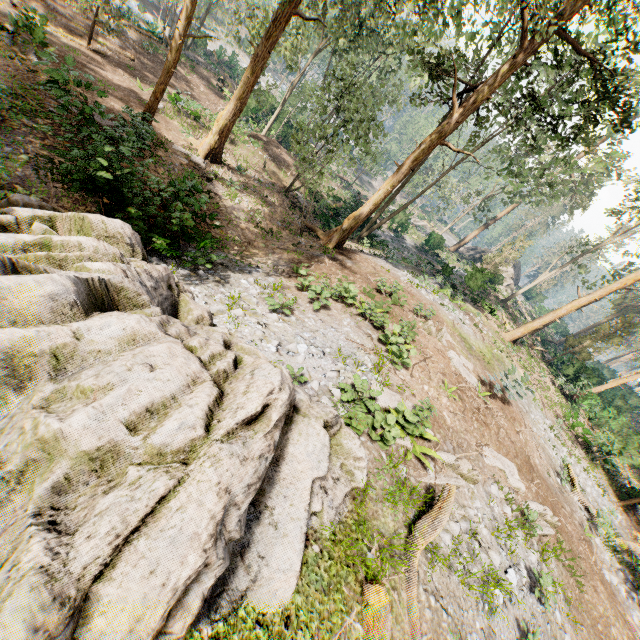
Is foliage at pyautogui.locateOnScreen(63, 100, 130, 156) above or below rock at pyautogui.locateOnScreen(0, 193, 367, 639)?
below

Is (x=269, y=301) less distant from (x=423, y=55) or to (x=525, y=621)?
(x=525, y=621)

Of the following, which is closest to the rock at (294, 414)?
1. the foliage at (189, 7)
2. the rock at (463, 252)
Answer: the foliage at (189, 7)

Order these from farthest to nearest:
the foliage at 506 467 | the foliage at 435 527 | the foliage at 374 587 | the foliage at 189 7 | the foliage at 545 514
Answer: the foliage at 189 7 < the foliage at 506 467 < the foliage at 545 514 < the foliage at 435 527 < the foliage at 374 587

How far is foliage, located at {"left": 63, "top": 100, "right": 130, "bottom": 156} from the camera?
8.7 meters

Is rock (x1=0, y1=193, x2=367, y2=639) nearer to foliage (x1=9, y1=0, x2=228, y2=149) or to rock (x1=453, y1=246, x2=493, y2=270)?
foliage (x1=9, y1=0, x2=228, y2=149)

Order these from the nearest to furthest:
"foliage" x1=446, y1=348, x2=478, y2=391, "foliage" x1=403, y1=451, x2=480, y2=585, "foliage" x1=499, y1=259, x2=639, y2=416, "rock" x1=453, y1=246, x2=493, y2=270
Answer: "foliage" x1=403, y1=451, x2=480, y2=585, "foliage" x1=446, y1=348, x2=478, y2=391, "foliage" x1=499, y1=259, x2=639, y2=416, "rock" x1=453, y1=246, x2=493, y2=270
